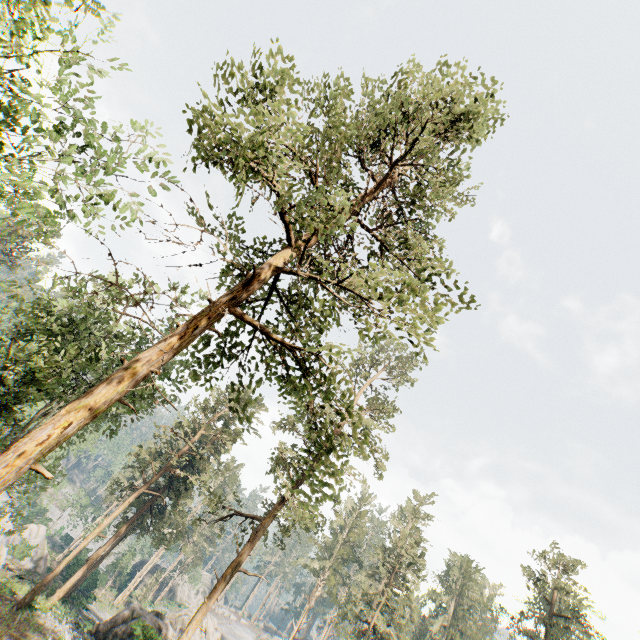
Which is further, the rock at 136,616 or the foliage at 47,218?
the rock at 136,616

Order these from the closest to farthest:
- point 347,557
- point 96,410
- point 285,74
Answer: point 96,410 < point 285,74 < point 347,557

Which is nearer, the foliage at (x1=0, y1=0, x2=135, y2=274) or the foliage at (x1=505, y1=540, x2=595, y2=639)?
the foliage at (x1=0, y1=0, x2=135, y2=274)

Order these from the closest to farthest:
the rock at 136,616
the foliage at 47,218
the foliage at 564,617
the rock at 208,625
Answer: the foliage at 47,218 → the rock at 136,616 → the foliage at 564,617 → the rock at 208,625

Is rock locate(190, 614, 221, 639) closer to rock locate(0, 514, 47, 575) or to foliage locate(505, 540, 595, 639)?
foliage locate(505, 540, 595, 639)

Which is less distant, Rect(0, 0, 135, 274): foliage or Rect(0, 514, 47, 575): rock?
Rect(0, 0, 135, 274): foliage

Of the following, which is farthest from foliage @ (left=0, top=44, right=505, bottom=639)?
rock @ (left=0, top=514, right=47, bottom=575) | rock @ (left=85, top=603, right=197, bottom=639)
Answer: rock @ (left=85, top=603, right=197, bottom=639)
